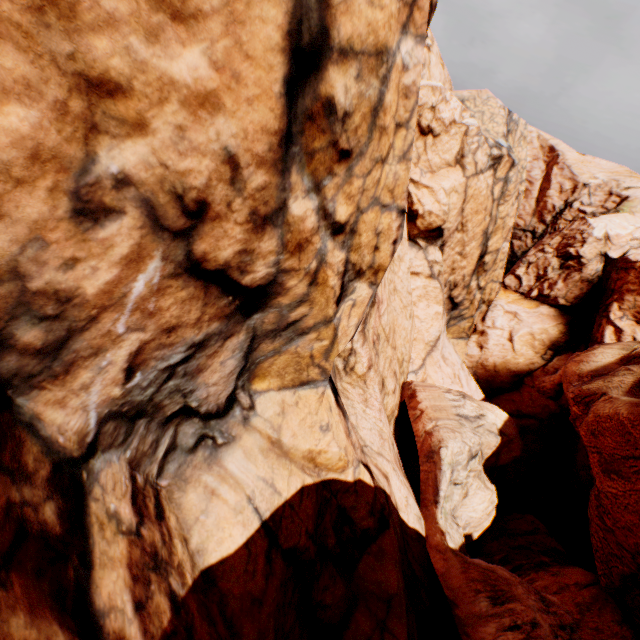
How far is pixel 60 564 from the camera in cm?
412
